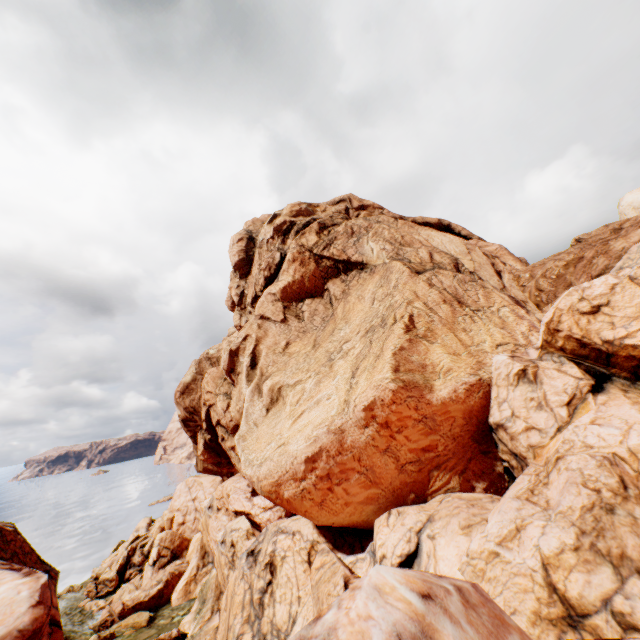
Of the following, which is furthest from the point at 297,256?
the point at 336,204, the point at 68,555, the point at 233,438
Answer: the point at 68,555

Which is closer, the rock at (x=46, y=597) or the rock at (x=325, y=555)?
the rock at (x=325, y=555)

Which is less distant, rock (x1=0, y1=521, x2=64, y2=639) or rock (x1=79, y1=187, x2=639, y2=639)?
rock (x1=79, y1=187, x2=639, y2=639)
